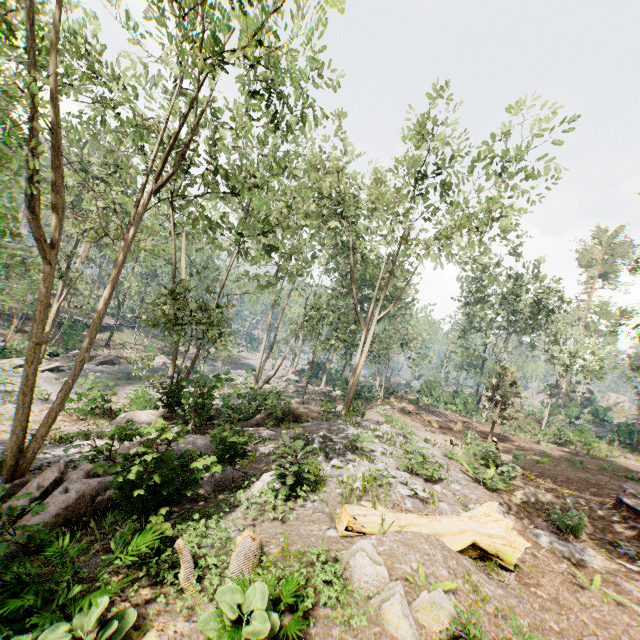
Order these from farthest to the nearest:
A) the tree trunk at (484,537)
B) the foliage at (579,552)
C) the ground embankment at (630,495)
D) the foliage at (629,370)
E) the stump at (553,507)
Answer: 1. the foliage at (629,370)
2. the stump at (553,507)
3. the ground embankment at (630,495)
4. the foliage at (579,552)
5. the tree trunk at (484,537)

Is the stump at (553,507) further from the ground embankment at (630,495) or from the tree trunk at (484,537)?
the tree trunk at (484,537)

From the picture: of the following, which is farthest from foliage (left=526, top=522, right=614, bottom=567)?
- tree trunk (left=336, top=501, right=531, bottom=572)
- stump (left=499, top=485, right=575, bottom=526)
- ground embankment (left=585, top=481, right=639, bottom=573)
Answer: tree trunk (left=336, top=501, right=531, bottom=572)

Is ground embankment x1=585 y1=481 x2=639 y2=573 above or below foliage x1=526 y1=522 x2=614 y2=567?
above

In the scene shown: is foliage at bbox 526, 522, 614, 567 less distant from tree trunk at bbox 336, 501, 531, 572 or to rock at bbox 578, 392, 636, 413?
rock at bbox 578, 392, 636, 413

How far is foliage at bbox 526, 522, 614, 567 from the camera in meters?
8.6 m

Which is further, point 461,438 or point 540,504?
point 461,438

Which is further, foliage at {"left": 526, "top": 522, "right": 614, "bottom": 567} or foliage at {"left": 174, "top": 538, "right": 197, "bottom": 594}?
foliage at {"left": 526, "top": 522, "right": 614, "bottom": 567}
